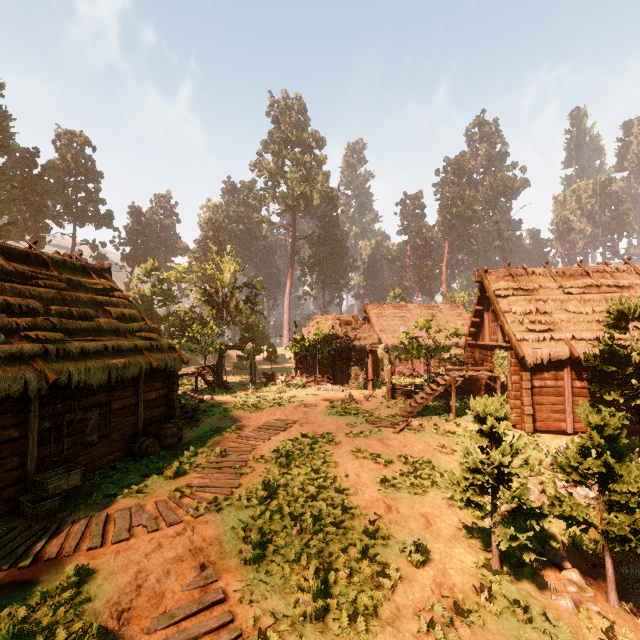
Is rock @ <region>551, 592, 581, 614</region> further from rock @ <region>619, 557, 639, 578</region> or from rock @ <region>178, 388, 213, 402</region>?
rock @ <region>178, 388, 213, 402</region>

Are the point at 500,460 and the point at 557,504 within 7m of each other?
yes

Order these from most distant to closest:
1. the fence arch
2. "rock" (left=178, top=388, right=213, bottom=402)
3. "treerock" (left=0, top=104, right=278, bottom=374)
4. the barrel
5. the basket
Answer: "treerock" (left=0, top=104, right=278, bottom=374)
the fence arch
"rock" (left=178, top=388, right=213, bottom=402)
the barrel
the basket

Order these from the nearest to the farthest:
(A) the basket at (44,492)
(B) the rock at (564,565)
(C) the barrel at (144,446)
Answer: (B) the rock at (564,565) < (A) the basket at (44,492) < (C) the barrel at (144,446)

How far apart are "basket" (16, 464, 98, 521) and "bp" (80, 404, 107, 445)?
1.11m

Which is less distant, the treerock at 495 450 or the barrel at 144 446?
the treerock at 495 450

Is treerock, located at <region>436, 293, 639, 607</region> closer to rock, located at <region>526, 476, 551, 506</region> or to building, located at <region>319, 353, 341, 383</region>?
building, located at <region>319, 353, 341, 383</region>

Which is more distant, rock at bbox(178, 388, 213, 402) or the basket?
rock at bbox(178, 388, 213, 402)
